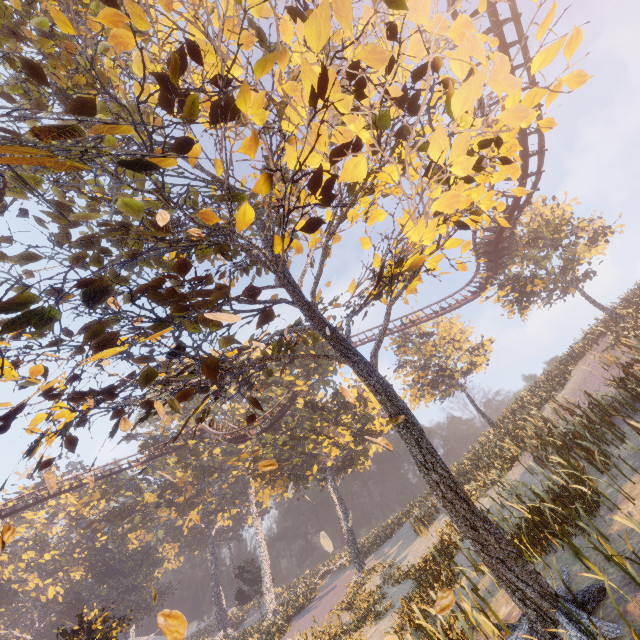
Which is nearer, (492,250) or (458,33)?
(458,33)

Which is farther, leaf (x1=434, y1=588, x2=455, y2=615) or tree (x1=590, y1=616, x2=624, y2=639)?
leaf (x1=434, y1=588, x2=455, y2=615)

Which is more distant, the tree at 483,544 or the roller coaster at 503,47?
the roller coaster at 503,47

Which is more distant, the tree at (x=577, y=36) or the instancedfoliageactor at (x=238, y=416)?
the instancedfoliageactor at (x=238, y=416)

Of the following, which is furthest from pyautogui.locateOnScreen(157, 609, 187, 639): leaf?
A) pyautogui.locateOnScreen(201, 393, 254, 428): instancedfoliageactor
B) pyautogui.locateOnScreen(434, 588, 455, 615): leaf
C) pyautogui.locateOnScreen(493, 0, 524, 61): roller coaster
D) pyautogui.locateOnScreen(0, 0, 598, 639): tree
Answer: pyautogui.locateOnScreen(201, 393, 254, 428): instancedfoliageactor

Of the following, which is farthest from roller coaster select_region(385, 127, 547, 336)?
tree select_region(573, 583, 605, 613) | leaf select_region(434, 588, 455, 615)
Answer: leaf select_region(434, 588, 455, 615)

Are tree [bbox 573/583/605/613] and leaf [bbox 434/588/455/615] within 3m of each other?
yes

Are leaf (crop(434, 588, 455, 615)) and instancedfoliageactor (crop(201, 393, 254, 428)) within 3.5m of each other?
no
